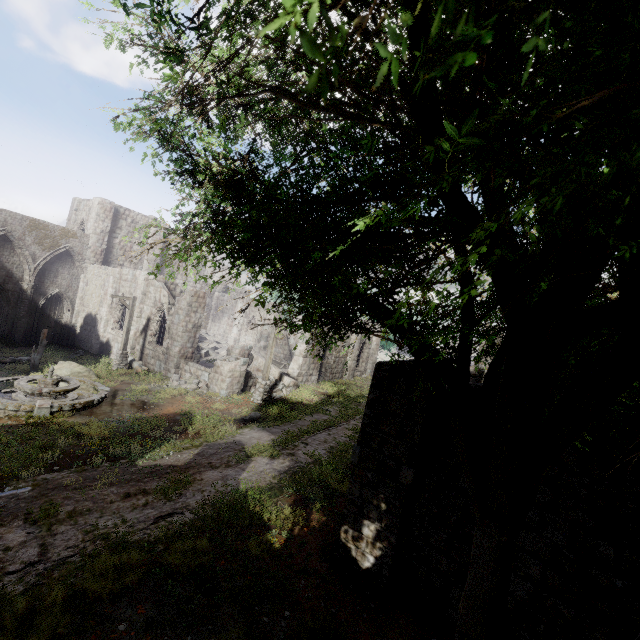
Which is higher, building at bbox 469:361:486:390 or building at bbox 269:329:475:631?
building at bbox 469:361:486:390

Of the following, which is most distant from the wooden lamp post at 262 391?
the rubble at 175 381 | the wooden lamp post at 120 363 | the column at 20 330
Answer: the column at 20 330

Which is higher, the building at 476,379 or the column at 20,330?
the building at 476,379

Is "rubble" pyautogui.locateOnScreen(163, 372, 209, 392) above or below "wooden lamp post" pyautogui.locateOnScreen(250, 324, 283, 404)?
below

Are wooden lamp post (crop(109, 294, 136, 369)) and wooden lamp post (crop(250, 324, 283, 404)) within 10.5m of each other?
yes

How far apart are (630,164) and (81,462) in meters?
12.1

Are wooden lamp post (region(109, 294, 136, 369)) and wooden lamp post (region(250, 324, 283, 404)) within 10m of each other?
yes

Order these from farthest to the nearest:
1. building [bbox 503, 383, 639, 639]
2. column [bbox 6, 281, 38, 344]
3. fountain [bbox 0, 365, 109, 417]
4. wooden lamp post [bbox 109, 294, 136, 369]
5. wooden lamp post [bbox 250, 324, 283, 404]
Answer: column [bbox 6, 281, 38, 344], wooden lamp post [bbox 109, 294, 136, 369], wooden lamp post [bbox 250, 324, 283, 404], fountain [bbox 0, 365, 109, 417], building [bbox 503, 383, 639, 639]
